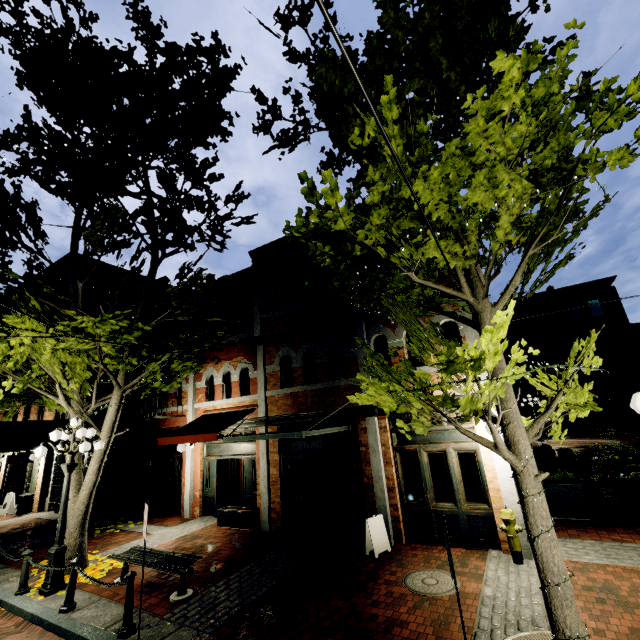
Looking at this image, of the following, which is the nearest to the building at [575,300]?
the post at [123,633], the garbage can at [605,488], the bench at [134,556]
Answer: the garbage can at [605,488]

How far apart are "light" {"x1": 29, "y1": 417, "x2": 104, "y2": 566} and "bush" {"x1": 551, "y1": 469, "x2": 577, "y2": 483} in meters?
12.5 m

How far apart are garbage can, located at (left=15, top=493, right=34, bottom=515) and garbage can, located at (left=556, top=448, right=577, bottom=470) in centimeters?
2528cm

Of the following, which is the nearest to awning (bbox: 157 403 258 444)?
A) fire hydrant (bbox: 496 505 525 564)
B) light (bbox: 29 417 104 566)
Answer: light (bbox: 29 417 104 566)

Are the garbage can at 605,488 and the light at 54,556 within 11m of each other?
no

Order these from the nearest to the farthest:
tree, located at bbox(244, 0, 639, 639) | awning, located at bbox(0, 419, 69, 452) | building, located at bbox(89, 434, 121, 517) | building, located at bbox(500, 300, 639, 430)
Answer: tree, located at bbox(244, 0, 639, 639), awning, located at bbox(0, 419, 69, 452), building, located at bbox(89, 434, 121, 517), building, located at bbox(500, 300, 639, 430)

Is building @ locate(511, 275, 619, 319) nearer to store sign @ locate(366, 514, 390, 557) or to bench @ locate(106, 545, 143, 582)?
store sign @ locate(366, 514, 390, 557)

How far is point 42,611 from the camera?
6.25m
